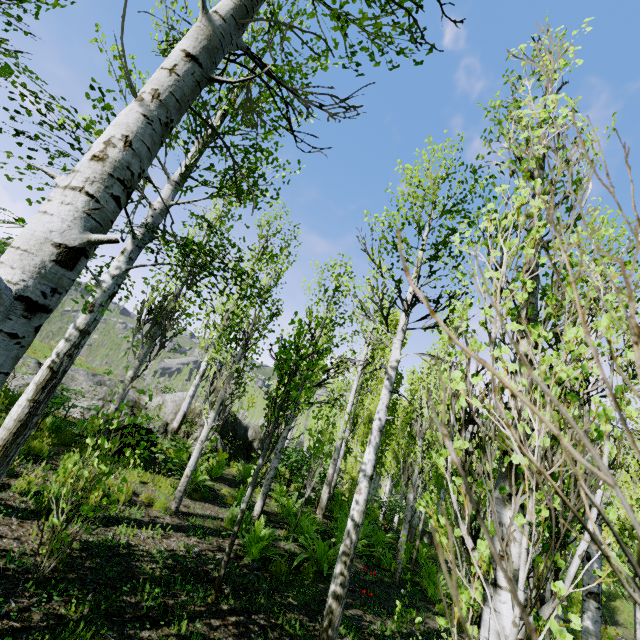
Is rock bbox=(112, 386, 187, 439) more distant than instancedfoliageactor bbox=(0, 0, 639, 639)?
Yes

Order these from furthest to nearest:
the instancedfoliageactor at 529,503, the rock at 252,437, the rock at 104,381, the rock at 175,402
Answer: the rock at 252,437 < the rock at 104,381 < the rock at 175,402 < the instancedfoliageactor at 529,503

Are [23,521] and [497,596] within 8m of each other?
yes

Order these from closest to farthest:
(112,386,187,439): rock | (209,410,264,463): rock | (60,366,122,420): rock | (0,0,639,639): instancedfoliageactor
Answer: (0,0,639,639): instancedfoliageactor → (112,386,187,439): rock → (60,366,122,420): rock → (209,410,264,463): rock

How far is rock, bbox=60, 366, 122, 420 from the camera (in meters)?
10.71

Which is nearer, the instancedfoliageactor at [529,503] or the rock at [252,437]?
the instancedfoliageactor at [529,503]
